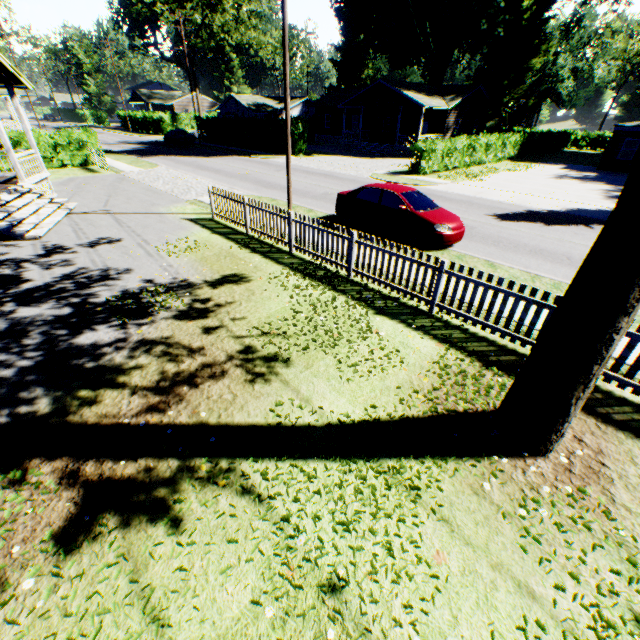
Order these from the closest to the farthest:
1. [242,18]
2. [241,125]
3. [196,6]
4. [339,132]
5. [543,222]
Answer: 1. [543,222]
2. [241,125]
3. [339,132]
4. [196,6]
5. [242,18]

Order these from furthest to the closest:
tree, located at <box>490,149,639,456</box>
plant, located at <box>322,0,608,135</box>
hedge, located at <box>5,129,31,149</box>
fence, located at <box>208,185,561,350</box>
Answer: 1. plant, located at <box>322,0,608,135</box>
2. hedge, located at <box>5,129,31,149</box>
3. fence, located at <box>208,185,561,350</box>
4. tree, located at <box>490,149,639,456</box>

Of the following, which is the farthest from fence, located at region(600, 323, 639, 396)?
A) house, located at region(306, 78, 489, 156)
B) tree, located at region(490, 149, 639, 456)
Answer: house, located at region(306, 78, 489, 156)

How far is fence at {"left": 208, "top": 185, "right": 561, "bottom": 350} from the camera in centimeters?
609cm

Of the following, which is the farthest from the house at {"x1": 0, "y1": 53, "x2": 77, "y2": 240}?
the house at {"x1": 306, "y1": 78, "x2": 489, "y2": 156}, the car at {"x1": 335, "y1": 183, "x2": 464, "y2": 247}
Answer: the house at {"x1": 306, "y1": 78, "x2": 489, "y2": 156}

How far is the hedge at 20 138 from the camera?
20.4m

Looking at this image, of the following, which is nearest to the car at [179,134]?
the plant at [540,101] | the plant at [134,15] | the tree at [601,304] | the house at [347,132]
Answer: the house at [347,132]

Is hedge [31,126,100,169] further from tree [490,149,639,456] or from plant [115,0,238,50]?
plant [115,0,238,50]
